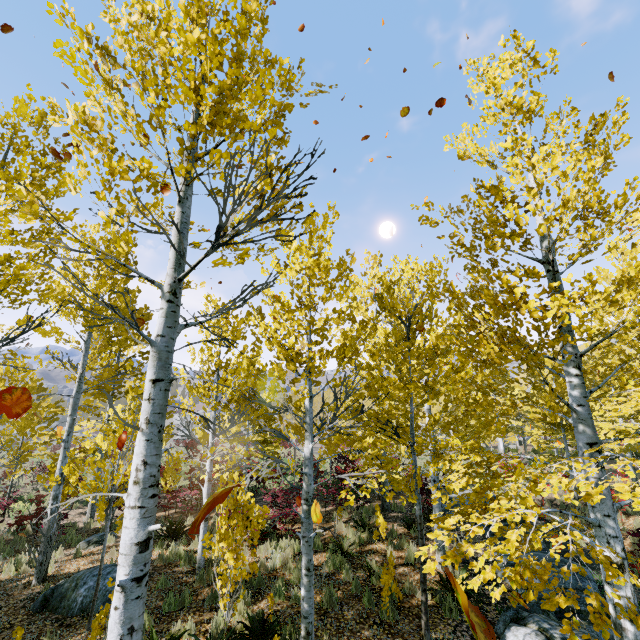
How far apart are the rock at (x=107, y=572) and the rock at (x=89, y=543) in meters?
3.0

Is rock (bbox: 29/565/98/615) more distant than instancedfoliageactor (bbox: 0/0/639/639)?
Yes

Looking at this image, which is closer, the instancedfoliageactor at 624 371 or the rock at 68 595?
the instancedfoliageactor at 624 371

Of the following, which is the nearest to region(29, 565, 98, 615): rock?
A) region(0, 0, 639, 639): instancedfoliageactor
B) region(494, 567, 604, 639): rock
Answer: region(0, 0, 639, 639): instancedfoliageactor

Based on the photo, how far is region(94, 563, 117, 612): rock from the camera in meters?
6.9

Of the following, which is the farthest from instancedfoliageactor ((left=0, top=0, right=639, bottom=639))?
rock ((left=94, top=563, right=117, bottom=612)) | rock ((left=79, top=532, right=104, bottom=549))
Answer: rock ((left=79, top=532, right=104, bottom=549))

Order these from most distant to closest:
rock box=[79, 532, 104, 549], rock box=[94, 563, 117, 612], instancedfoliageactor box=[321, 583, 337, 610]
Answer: rock box=[79, 532, 104, 549], rock box=[94, 563, 117, 612], instancedfoliageactor box=[321, 583, 337, 610]

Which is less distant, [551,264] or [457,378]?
[551,264]
